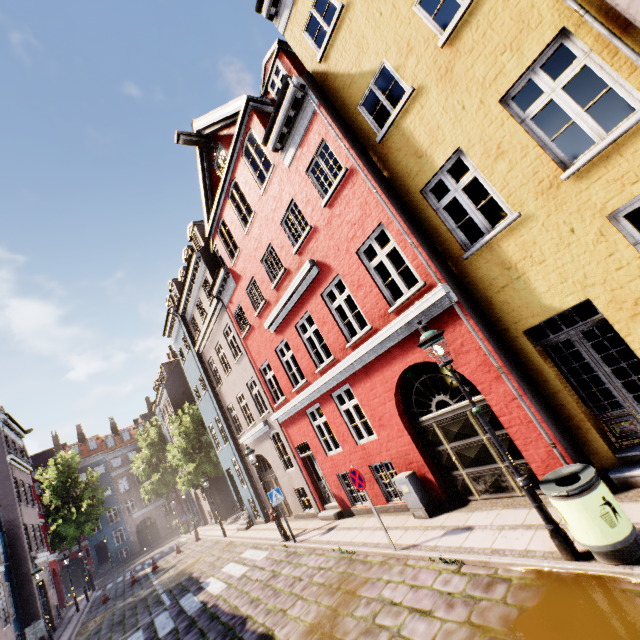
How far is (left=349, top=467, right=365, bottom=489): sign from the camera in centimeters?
745cm

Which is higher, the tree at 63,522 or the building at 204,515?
the tree at 63,522

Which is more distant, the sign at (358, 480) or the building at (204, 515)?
the building at (204, 515)

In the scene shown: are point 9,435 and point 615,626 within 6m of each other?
no

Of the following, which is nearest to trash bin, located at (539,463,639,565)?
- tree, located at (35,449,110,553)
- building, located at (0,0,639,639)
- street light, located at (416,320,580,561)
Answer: street light, located at (416,320,580,561)

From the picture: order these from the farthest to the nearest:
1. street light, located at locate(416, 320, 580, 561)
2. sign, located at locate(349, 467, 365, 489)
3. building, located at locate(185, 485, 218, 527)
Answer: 1. building, located at locate(185, 485, 218, 527)
2. sign, located at locate(349, 467, 365, 489)
3. street light, located at locate(416, 320, 580, 561)

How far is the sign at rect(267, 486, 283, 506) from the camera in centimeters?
1173cm

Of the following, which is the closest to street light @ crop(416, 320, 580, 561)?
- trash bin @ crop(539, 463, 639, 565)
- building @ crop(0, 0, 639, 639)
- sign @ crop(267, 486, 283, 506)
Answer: trash bin @ crop(539, 463, 639, 565)
